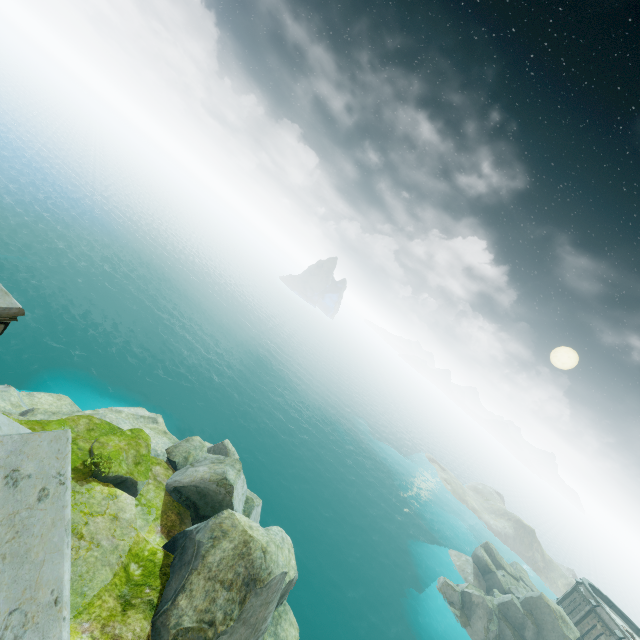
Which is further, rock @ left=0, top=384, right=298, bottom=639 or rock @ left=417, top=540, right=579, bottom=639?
rock @ left=417, top=540, right=579, bottom=639

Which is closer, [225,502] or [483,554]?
[225,502]

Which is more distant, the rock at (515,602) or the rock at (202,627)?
the rock at (515,602)
